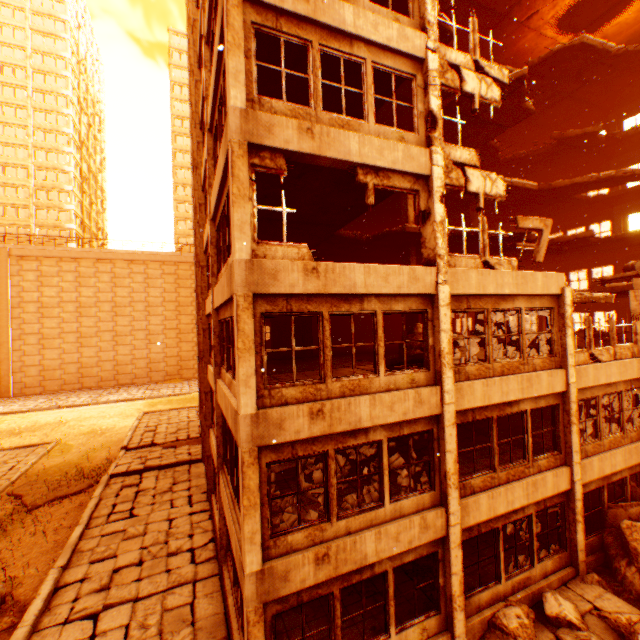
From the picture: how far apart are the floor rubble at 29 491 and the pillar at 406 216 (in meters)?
21.31

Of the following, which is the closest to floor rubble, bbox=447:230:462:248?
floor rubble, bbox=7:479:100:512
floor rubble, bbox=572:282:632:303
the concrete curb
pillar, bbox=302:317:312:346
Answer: pillar, bbox=302:317:312:346

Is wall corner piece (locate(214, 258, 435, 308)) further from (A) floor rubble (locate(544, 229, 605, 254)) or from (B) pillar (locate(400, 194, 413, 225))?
(B) pillar (locate(400, 194, 413, 225))

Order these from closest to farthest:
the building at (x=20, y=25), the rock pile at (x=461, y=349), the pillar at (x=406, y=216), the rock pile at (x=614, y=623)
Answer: the rock pile at (x=614, y=623) → the rock pile at (x=461, y=349) → the pillar at (x=406, y=216) → the building at (x=20, y=25)

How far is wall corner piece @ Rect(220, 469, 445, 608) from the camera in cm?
623

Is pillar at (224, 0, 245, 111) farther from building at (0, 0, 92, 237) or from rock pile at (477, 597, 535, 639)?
building at (0, 0, 92, 237)

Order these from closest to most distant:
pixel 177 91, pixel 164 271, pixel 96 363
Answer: pixel 96 363, pixel 164 271, pixel 177 91

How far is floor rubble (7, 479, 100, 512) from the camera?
16.14m
